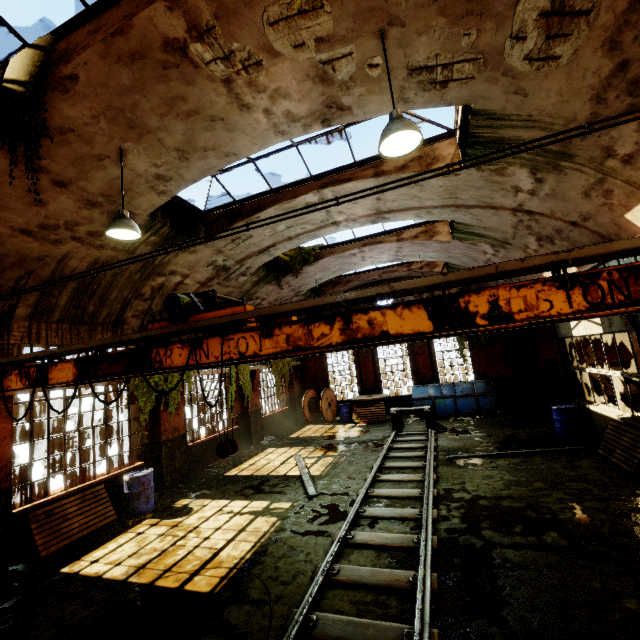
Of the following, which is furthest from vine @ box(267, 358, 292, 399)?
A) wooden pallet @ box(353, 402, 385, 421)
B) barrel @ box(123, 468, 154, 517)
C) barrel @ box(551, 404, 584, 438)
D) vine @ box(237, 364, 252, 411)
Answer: barrel @ box(551, 404, 584, 438)

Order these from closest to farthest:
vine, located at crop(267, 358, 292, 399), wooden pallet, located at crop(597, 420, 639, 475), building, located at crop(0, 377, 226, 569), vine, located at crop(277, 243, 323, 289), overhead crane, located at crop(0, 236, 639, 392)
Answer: overhead crane, located at crop(0, 236, 639, 392) < building, located at crop(0, 377, 226, 569) < wooden pallet, located at crop(597, 420, 639, 475) < vine, located at crop(277, 243, 323, 289) < vine, located at crop(267, 358, 292, 399)

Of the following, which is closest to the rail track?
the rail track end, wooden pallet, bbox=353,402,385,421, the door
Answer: the rail track end

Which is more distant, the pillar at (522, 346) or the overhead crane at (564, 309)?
the pillar at (522, 346)

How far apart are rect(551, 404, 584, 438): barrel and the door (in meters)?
5.87

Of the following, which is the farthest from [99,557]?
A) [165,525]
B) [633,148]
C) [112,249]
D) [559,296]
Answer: [633,148]

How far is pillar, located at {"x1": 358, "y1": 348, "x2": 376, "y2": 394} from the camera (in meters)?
18.45

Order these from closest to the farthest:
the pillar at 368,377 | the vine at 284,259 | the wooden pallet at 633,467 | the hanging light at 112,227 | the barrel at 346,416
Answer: the hanging light at 112,227 < the wooden pallet at 633,467 < the vine at 284,259 < the barrel at 346,416 < the pillar at 368,377
